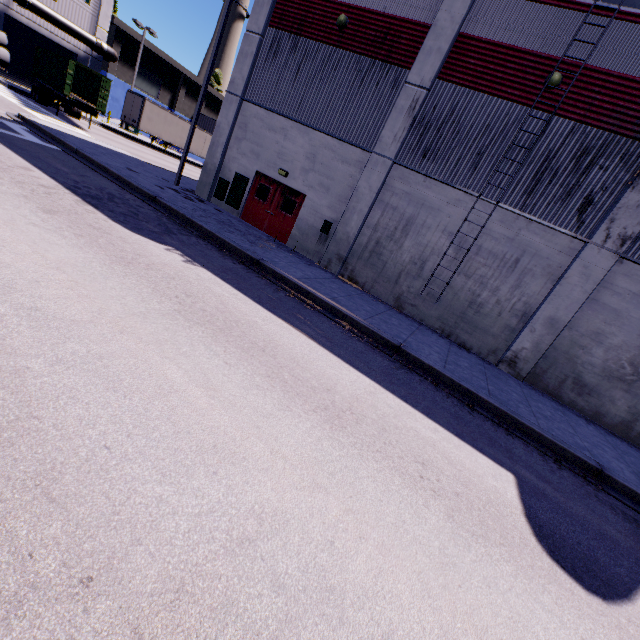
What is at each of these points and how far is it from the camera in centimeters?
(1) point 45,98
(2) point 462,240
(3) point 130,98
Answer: (1) semi trailer, 2378cm
(2) building, 1176cm
(3) semi trailer, 2972cm

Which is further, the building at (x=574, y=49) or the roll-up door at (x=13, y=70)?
the roll-up door at (x=13, y=70)

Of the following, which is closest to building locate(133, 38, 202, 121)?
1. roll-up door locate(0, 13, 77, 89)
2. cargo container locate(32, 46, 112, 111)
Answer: roll-up door locate(0, 13, 77, 89)

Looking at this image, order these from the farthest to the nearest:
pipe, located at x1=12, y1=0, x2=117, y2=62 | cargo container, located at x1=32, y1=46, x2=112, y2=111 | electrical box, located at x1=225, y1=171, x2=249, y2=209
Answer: pipe, located at x1=12, y1=0, x2=117, y2=62
cargo container, located at x1=32, y1=46, x2=112, y2=111
electrical box, located at x1=225, y1=171, x2=249, y2=209

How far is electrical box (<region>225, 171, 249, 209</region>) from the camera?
15.19m

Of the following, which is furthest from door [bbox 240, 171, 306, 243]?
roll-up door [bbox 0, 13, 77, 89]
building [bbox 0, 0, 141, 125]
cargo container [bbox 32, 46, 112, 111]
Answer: cargo container [bbox 32, 46, 112, 111]

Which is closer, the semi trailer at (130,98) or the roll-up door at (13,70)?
the roll-up door at (13,70)

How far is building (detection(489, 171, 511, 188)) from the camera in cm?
1096
